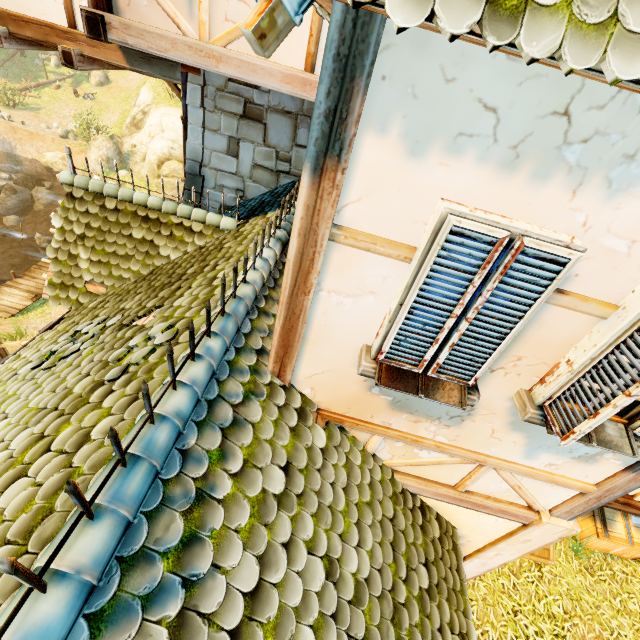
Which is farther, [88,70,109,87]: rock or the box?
[88,70,109,87]: rock

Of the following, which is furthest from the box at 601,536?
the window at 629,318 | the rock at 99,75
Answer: the rock at 99,75

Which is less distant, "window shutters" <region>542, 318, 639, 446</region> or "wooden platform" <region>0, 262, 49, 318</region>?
"window shutters" <region>542, 318, 639, 446</region>

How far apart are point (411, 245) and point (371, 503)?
2.52m

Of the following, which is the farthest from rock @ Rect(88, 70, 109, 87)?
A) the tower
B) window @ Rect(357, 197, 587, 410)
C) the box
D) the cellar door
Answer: the box

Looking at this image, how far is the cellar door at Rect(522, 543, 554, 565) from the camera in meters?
7.0 m

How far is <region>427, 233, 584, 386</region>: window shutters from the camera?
1.7m

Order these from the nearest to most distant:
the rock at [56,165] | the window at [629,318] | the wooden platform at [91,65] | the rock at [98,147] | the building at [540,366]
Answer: the building at [540,366] → the window at [629,318] → the wooden platform at [91,65] → the rock at [98,147] → the rock at [56,165]
